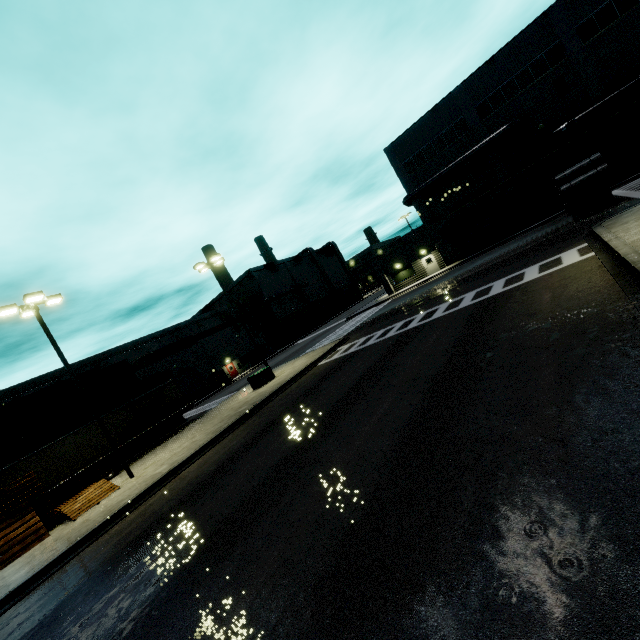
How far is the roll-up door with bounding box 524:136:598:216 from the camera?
27.39m

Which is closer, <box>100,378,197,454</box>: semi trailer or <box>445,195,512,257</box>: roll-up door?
<box>100,378,197,454</box>: semi trailer

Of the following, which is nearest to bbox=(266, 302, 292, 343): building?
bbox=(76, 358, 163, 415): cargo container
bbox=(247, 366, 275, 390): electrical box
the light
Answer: the light

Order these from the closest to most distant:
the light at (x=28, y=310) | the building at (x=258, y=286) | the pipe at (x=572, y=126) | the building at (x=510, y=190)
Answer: the light at (x=28, y=310)
the pipe at (x=572, y=126)
the building at (x=510, y=190)
the building at (x=258, y=286)

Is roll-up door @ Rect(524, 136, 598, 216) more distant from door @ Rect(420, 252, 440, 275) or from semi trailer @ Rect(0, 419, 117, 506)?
door @ Rect(420, 252, 440, 275)

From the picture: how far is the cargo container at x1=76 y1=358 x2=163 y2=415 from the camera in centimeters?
2670cm

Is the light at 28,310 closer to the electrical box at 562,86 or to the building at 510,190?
the building at 510,190

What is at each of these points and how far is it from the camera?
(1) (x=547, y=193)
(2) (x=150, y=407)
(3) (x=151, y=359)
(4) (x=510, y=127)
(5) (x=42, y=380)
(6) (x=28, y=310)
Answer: (1) roll-up door, 29.7m
(2) semi trailer, 25.2m
(3) building, 41.6m
(4) vent duct, 28.5m
(5) building, 33.1m
(6) light, 15.9m
